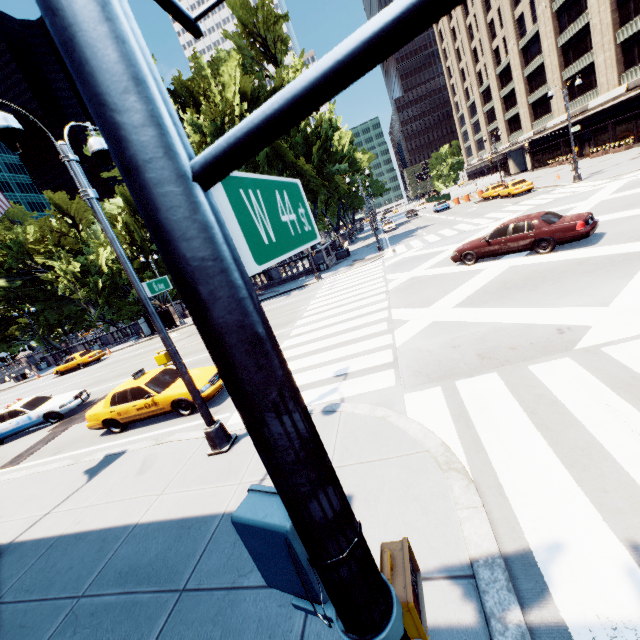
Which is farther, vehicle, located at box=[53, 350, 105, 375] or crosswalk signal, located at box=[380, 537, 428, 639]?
vehicle, located at box=[53, 350, 105, 375]

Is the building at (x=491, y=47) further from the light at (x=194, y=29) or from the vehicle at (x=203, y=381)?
the vehicle at (x=203, y=381)

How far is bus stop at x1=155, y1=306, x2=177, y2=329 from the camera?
32.3 meters

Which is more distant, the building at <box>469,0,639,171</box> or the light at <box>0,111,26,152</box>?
the building at <box>469,0,639,171</box>

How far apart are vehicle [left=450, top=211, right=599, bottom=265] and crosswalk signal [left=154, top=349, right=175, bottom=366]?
12.8m

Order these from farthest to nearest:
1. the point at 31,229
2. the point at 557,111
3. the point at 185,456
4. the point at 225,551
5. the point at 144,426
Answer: the point at 557,111 < the point at 31,229 < the point at 144,426 < the point at 185,456 < the point at 225,551

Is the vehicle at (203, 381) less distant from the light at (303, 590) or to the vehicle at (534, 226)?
the light at (303, 590)

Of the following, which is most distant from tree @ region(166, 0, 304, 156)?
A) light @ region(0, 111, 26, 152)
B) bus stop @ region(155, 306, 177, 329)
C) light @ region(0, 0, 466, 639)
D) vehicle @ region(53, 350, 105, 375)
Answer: light @ region(0, 0, 466, 639)
